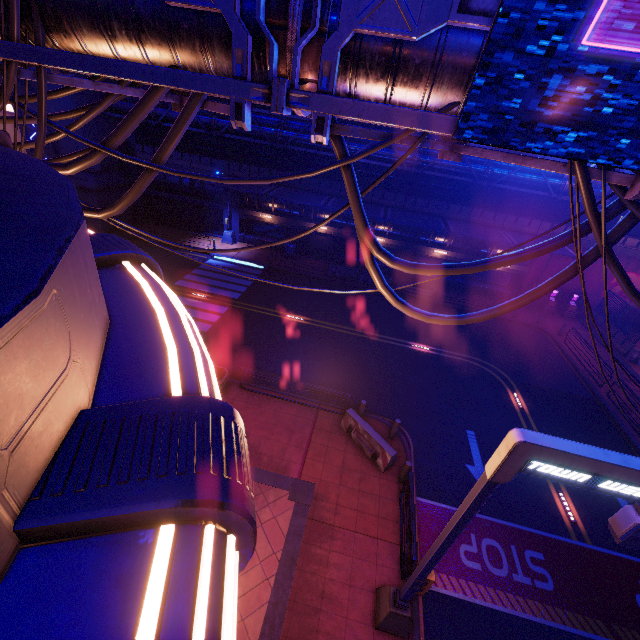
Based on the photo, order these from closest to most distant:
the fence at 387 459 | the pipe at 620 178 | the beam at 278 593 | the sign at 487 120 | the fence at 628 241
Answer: the sign at 487 120
the pipe at 620 178
the beam at 278 593
the fence at 387 459
the fence at 628 241

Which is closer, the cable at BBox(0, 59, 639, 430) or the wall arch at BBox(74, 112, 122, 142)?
the cable at BBox(0, 59, 639, 430)

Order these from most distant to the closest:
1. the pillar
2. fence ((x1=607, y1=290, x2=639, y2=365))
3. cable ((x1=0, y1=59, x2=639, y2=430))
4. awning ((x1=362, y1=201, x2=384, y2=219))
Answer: awning ((x1=362, y1=201, x2=384, y2=219)) → fence ((x1=607, y1=290, x2=639, y2=365)) → the pillar → cable ((x1=0, y1=59, x2=639, y2=430))

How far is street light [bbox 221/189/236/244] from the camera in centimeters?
2780cm

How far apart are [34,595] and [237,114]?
4.7m

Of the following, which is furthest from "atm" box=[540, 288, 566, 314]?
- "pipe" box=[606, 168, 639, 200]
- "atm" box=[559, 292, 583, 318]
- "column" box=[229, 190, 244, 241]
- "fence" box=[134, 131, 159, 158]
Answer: "column" box=[229, 190, 244, 241]

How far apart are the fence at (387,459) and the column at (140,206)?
27.97m

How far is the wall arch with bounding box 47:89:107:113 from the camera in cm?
2238
